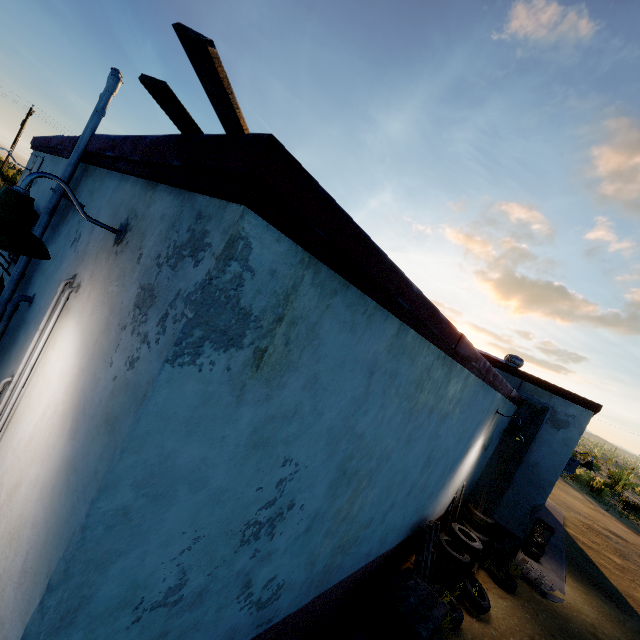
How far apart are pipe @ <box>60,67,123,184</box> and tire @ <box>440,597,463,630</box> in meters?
7.3 m

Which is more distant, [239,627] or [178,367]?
[239,627]

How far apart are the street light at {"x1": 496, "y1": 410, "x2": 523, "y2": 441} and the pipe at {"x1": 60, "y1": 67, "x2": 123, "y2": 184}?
8.6m

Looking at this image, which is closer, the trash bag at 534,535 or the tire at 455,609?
the tire at 455,609

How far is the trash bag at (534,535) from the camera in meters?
9.9

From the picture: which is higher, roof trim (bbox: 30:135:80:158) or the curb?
roof trim (bbox: 30:135:80:158)

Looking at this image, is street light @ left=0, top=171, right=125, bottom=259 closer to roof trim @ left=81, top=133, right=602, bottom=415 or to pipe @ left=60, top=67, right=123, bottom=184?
roof trim @ left=81, top=133, right=602, bottom=415

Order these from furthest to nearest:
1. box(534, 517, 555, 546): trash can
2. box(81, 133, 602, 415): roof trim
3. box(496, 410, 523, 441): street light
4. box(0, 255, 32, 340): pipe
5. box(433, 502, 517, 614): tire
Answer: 1. box(534, 517, 555, 546): trash can
2. box(496, 410, 523, 441): street light
3. box(433, 502, 517, 614): tire
4. box(0, 255, 32, 340): pipe
5. box(81, 133, 602, 415): roof trim
